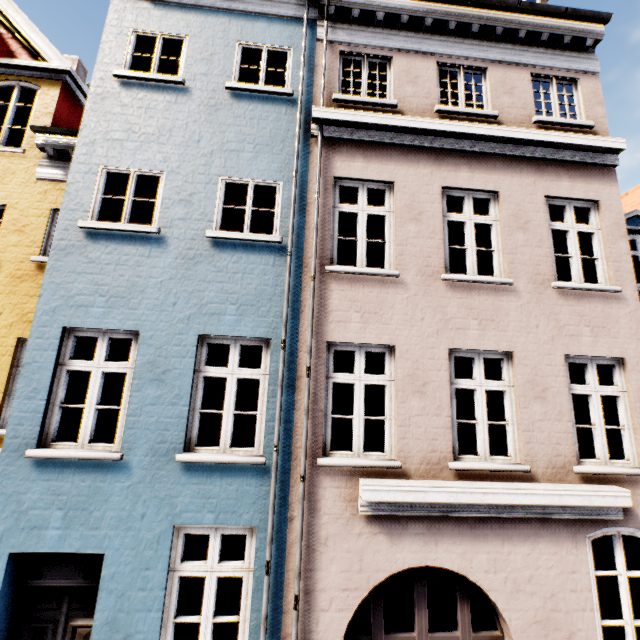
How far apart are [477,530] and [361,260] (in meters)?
4.49
